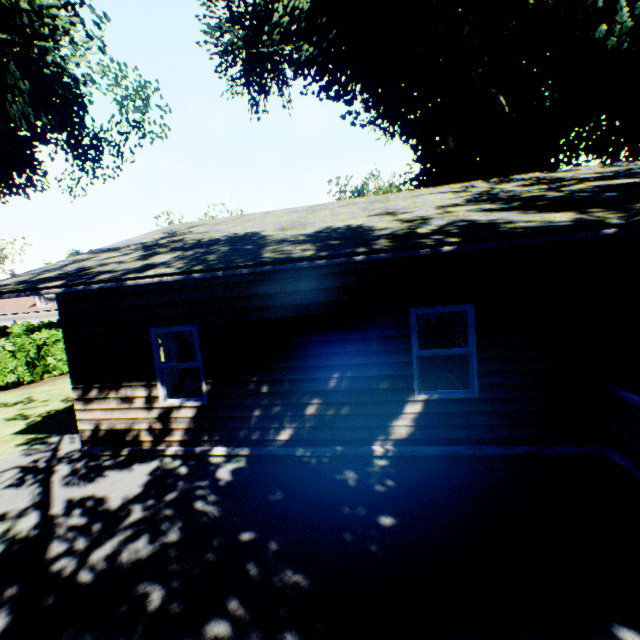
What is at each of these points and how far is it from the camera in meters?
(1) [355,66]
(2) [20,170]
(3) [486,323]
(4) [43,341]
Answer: (1) plant, 14.2 m
(2) plant, 17.1 m
(3) house, 5.3 m
(4) hedge, 15.9 m

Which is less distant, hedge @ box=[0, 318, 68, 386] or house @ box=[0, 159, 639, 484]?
house @ box=[0, 159, 639, 484]

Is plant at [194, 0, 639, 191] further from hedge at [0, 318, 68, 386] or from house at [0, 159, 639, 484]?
hedge at [0, 318, 68, 386]

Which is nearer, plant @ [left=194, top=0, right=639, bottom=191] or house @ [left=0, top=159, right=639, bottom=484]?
house @ [left=0, top=159, right=639, bottom=484]

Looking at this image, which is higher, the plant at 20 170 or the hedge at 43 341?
the plant at 20 170

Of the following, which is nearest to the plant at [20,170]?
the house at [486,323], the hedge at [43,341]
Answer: the house at [486,323]

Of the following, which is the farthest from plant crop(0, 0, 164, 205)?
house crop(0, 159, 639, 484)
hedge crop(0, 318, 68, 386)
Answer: hedge crop(0, 318, 68, 386)
